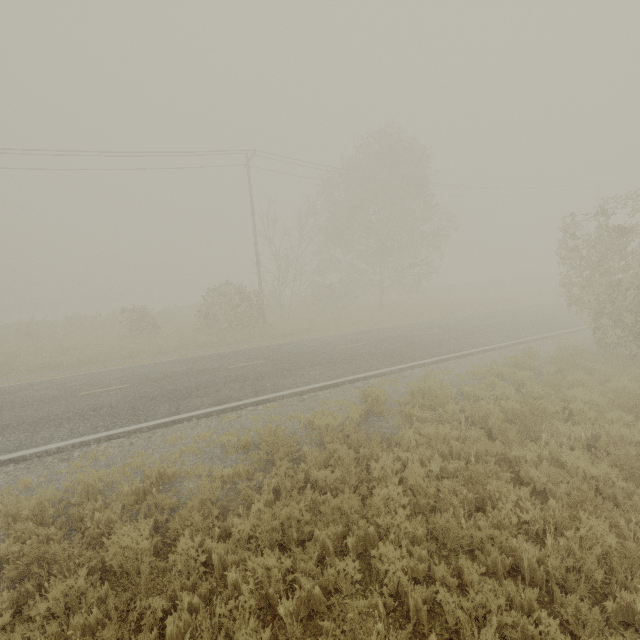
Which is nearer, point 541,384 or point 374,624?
point 374,624

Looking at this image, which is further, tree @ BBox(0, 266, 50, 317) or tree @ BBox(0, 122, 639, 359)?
tree @ BBox(0, 266, 50, 317)

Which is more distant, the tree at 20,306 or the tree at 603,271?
the tree at 20,306
